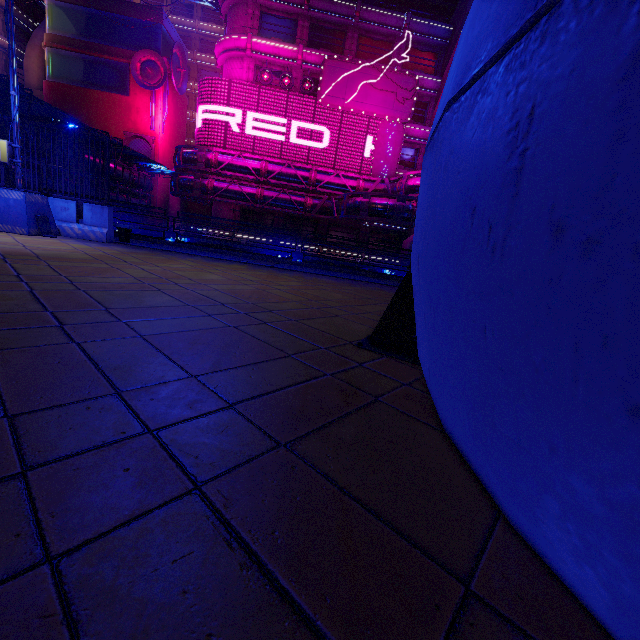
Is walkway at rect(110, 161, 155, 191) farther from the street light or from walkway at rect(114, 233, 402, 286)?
the street light

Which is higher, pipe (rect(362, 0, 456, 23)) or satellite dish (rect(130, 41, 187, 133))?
pipe (rect(362, 0, 456, 23))

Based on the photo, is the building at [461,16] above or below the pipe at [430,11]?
below

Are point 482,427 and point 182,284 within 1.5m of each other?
no

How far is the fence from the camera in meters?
8.5

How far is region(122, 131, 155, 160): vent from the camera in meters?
39.8

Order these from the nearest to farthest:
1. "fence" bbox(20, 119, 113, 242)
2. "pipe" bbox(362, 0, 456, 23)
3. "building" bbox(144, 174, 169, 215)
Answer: "fence" bbox(20, 119, 113, 242) → "pipe" bbox(362, 0, 456, 23) → "building" bbox(144, 174, 169, 215)

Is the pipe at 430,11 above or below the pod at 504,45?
above
